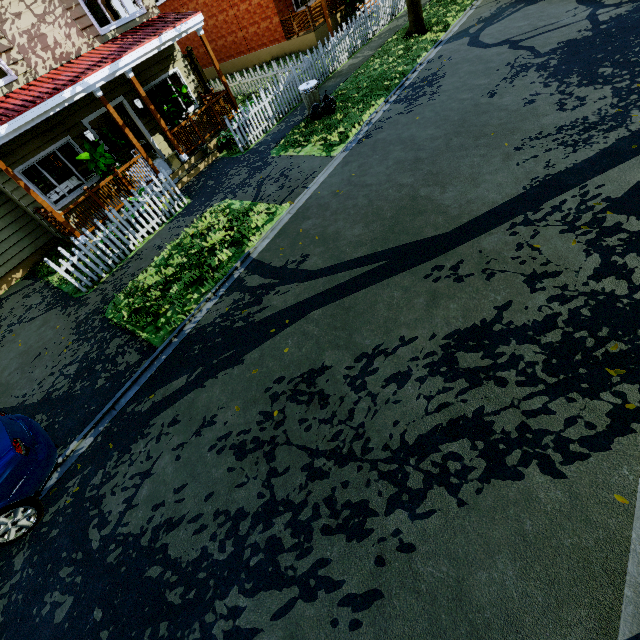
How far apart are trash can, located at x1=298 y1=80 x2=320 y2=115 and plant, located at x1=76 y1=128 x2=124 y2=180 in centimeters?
596cm

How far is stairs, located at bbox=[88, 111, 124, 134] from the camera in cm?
1619

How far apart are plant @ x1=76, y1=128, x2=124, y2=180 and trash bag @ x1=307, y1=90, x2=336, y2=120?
6.0 meters

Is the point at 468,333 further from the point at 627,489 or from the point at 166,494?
the point at 166,494

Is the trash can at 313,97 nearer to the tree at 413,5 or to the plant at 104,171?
the tree at 413,5

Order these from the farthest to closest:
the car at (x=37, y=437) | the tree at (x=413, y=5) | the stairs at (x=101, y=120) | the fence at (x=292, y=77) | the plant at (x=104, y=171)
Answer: the stairs at (x=101, y=120) → the tree at (x=413, y=5) → the fence at (x=292, y=77) → the plant at (x=104, y=171) → the car at (x=37, y=437)

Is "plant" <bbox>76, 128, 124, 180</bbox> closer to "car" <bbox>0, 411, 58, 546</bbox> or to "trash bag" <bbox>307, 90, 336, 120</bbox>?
"trash bag" <bbox>307, 90, 336, 120</bbox>

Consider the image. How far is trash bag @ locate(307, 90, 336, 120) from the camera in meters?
10.6
